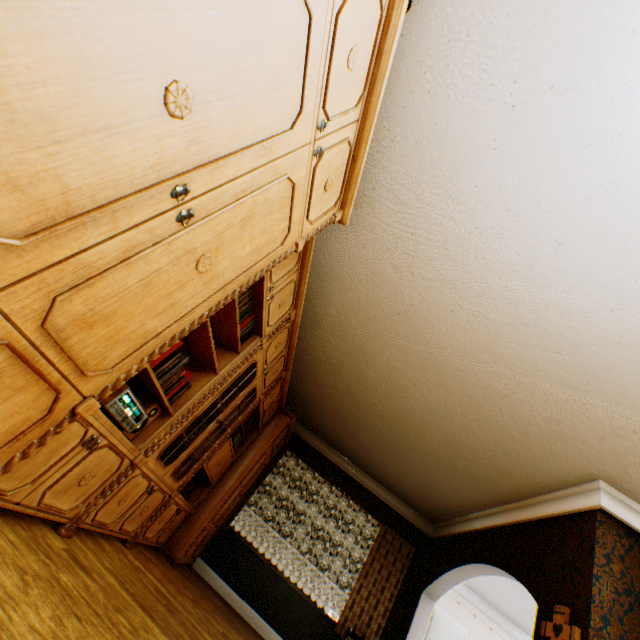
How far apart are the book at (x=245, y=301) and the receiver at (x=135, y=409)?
1.0 meters

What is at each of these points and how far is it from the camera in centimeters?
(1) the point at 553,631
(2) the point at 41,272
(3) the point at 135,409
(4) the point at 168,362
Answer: (1) crucifix, 297cm
(2) cabinet, 87cm
(3) receiver, 205cm
(4) book row, 220cm

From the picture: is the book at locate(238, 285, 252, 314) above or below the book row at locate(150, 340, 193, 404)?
above

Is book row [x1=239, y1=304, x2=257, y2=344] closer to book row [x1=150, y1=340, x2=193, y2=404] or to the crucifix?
book row [x1=150, y1=340, x2=193, y2=404]

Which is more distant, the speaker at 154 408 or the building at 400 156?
the speaker at 154 408

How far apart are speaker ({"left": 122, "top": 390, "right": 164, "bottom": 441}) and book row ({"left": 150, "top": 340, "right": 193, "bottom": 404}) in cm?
5

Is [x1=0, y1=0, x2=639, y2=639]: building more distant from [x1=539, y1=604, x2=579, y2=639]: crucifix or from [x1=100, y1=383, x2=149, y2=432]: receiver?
[x1=100, y1=383, x2=149, y2=432]: receiver

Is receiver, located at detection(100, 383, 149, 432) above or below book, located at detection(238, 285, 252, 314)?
below
